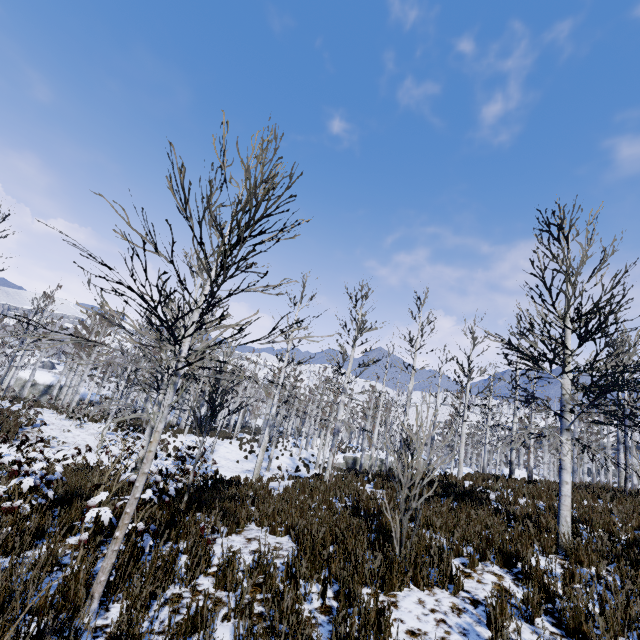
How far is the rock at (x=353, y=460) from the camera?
34.44m

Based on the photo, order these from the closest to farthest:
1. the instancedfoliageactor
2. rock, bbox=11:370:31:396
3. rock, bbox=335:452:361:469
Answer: the instancedfoliageactor, rock, bbox=335:452:361:469, rock, bbox=11:370:31:396

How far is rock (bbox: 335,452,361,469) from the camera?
34.44m

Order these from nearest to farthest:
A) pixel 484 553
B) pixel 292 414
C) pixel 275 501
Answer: pixel 484 553 < pixel 275 501 < pixel 292 414

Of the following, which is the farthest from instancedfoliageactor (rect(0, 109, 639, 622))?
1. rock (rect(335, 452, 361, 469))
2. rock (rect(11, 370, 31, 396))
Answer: rock (rect(11, 370, 31, 396))

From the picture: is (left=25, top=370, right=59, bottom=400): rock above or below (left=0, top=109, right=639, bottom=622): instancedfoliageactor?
below

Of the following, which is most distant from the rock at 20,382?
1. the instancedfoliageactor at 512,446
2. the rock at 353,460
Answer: the rock at 353,460
